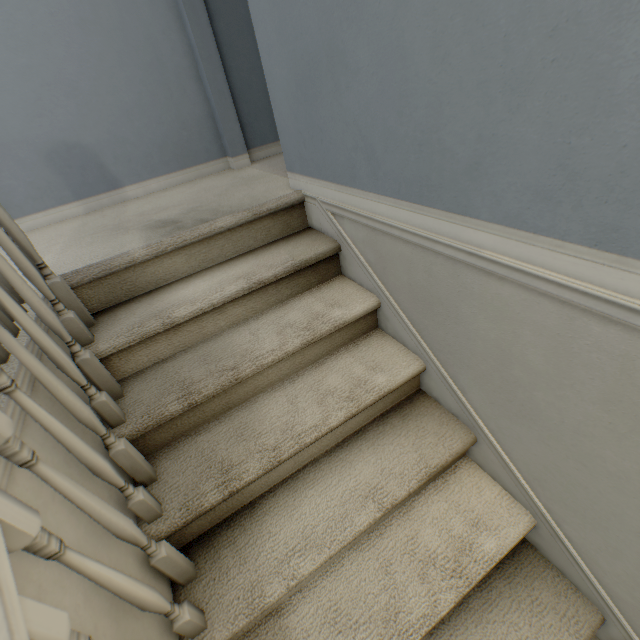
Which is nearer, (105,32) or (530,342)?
(530,342)
